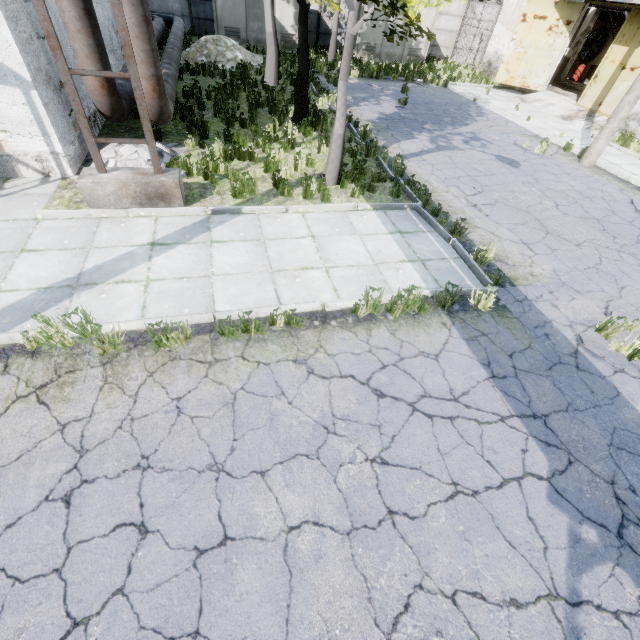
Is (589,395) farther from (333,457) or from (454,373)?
(333,457)

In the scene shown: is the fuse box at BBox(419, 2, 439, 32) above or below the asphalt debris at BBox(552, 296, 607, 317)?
above

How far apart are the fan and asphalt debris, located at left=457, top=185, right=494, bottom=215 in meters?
26.9 m

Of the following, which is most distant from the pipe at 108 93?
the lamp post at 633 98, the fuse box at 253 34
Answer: the lamp post at 633 98

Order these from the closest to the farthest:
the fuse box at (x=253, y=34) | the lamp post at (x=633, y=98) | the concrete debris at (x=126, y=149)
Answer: the concrete debris at (x=126, y=149) → the lamp post at (x=633, y=98) → the fuse box at (x=253, y=34)

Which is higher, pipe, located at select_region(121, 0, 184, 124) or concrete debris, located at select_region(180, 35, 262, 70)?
pipe, located at select_region(121, 0, 184, 124)

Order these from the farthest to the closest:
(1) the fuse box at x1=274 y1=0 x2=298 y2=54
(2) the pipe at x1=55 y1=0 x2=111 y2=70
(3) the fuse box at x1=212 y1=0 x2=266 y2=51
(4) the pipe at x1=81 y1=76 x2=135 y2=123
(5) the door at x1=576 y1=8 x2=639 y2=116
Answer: (1) the fuse box at x1=274 y1=0 x2=298 y2=54 → (3) the fuse box at x1=212 y1=0 x2=266 y2=51 → (5) the door at x1=576 y1=8 x2=639 y2=116 → (4) the pipe at x1=81 y1=76 x2=135 y2=123 → (2) the pipe at x1=55 y1=0 x2=111 y2=70

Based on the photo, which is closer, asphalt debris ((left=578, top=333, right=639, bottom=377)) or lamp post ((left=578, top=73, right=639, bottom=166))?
asphalt debris ((left=578, top=333, right=639, bottom=377))
